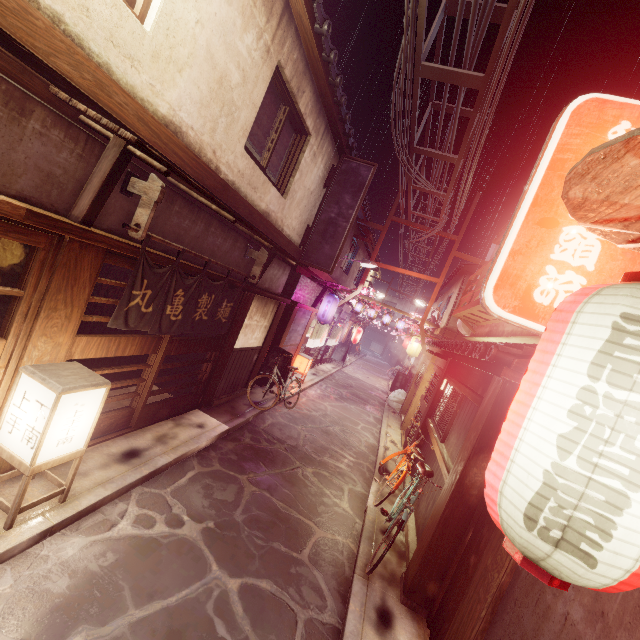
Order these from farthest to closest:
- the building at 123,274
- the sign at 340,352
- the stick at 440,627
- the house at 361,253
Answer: the sign at 340,352, the house at 361,253, the building at 123,274, the stick at 440,627

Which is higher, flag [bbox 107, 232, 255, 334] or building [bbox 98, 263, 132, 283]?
flag [bbox 107, 232, 255, 334]

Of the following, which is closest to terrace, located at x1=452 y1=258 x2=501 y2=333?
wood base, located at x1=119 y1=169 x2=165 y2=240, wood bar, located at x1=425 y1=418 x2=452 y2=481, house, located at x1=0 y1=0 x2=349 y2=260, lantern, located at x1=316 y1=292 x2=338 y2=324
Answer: wood bar, located at x1=425 y1=418 x2=452 y2=481

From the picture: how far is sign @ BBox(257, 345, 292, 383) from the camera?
17.6 meters

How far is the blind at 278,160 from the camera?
12.07m

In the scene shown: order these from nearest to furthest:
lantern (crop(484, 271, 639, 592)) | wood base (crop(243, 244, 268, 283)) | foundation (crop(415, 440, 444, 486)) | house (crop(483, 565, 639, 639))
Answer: lantern (crop(484, 271, 639, 592)) → house (crop(483, 565, 639, 639)) → foundation (crop(415, 440, 444, 486)) → wood base (crop(243, 244, 268, 283))

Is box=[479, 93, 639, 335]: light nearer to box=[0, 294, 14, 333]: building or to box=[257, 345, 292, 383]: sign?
box=[0, 294, 14, 333]: building

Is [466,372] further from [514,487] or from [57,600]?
[57,600]
